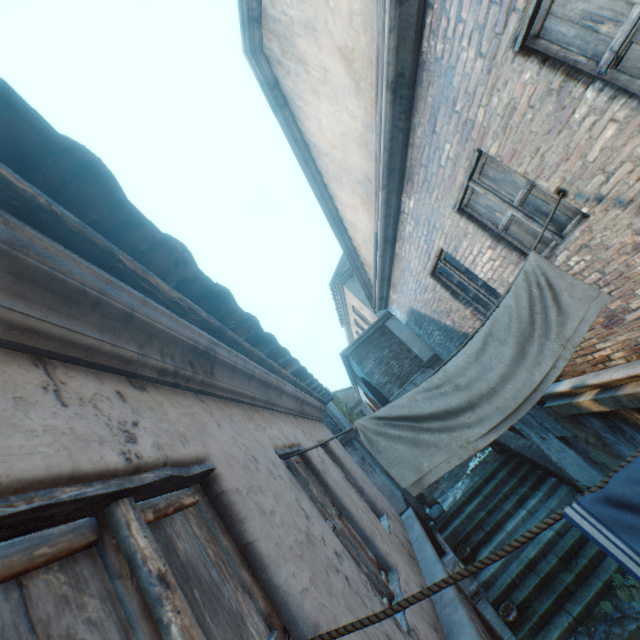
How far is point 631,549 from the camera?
0.97m

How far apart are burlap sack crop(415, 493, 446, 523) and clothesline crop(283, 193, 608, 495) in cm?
1002

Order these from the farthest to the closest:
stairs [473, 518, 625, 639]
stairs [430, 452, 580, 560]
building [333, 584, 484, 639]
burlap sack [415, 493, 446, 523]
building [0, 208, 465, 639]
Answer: burlap sack [415, 493, 446, 523] → stairs [430, 452, 580, 560] → stairs [473, 518, 625, 639] → building [333, 584, 484, 639] → building [0, 208, 465, 639]

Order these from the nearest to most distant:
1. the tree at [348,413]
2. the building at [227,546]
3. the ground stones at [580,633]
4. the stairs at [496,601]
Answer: the building at [227,546]
the ground stones at [580,633]
the stairs at [496,601]
the tree at [348,413]

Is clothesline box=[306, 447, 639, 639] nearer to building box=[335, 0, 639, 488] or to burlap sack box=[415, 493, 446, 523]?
building box=[335, 0, 639, 488]

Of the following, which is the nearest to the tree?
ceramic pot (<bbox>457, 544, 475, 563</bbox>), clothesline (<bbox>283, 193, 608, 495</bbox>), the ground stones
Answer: the ground stones

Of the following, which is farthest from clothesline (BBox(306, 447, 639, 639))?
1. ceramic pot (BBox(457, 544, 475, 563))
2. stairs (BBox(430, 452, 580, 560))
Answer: ceramic pot (BBox(457, 544, 475, 563))

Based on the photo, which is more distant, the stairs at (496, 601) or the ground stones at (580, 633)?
the stairs at (496, 601)
